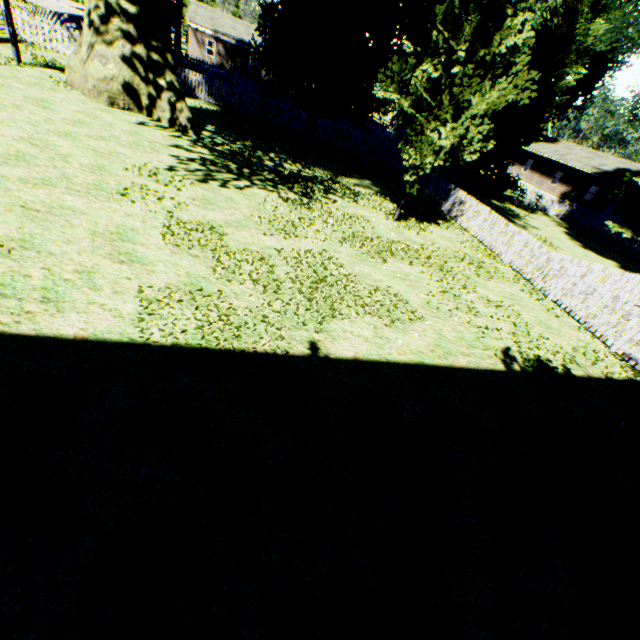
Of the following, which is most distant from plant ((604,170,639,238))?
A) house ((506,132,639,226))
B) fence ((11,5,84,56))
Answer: house ((506,132,639,226))

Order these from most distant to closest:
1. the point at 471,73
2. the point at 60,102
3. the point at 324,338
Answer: the point at 60,102 → the point at 471,73 → the point at 324,338

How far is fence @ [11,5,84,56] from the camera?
16.19m

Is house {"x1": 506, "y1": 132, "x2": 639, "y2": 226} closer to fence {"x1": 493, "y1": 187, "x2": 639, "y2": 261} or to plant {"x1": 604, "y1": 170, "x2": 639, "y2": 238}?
fence {"x1": 493, "y1": 187, "x2": 639, "y2": 261}

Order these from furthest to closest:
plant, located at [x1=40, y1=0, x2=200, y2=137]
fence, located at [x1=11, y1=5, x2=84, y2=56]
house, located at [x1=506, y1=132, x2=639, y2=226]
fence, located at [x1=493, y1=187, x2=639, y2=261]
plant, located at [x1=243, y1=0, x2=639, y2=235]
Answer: house, located at [x1=506, y1=132, x2=639, y2=226] < fence, located at [x1=493, y1=187, x2=639, y2=261] < fence, located at [x1=11, y1=5, x2=84, y2=56] < plant, located at [x1=40, y1=0, x2=200, y2=137] < plant, located at [x1=243, y1=0, x2=639, y2=235]

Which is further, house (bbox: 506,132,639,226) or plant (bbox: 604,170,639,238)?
house (bbox: 506,132,639,226)

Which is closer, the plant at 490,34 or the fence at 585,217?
the plant at 490,34

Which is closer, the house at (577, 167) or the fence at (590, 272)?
the fence at (590, 272)
